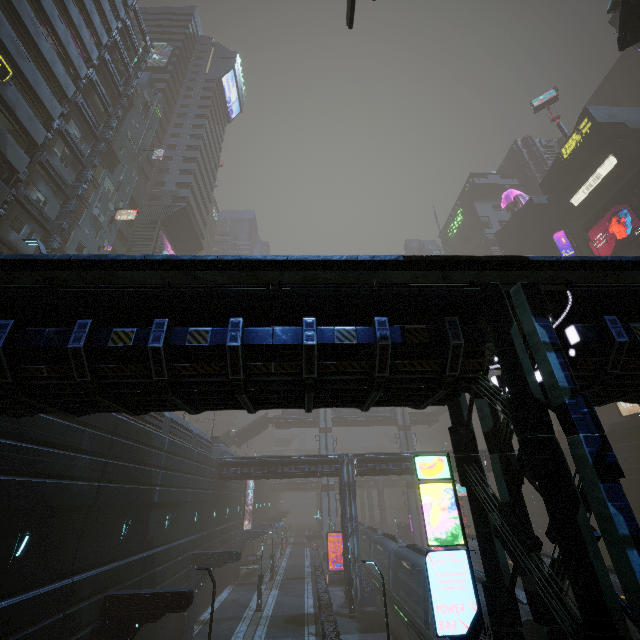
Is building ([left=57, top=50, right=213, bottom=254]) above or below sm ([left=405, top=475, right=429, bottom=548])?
above

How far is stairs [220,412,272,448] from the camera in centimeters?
5650cm

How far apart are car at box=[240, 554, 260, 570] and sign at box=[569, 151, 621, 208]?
66.34m

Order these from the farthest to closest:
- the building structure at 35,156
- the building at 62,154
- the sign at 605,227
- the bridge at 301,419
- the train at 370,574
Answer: the bridge at 301,419 < the sign at 605,227 < the building at 62,154 < the train at 370,574 < the building structure at 35,156

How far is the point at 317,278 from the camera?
6.4 meters

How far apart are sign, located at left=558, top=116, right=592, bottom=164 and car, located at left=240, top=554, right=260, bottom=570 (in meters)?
72.46

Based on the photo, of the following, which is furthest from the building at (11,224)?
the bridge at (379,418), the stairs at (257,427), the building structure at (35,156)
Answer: the bridge at (379,418)

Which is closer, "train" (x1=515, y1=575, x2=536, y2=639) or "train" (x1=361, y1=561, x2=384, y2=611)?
"train" (x1=515, y1=575, x2=536, y2=639)
